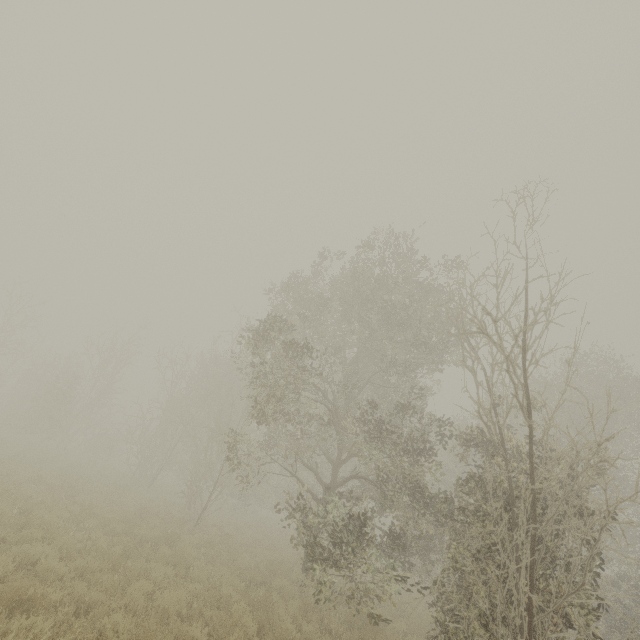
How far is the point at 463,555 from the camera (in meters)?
12.73

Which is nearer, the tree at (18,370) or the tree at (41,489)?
the tree at (41,489)

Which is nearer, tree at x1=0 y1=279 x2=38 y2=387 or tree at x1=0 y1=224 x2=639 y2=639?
tree at x1=0 y1=224 x2=639 y2=639
